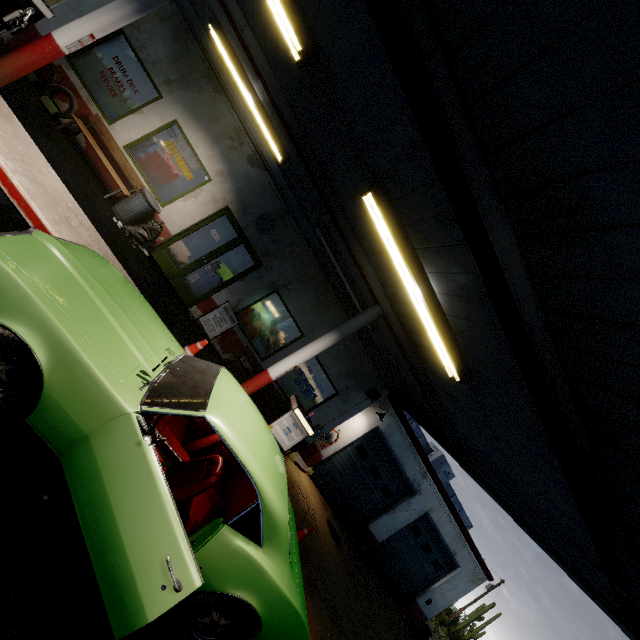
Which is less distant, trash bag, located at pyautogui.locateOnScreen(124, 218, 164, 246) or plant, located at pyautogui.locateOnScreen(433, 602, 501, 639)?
trash bag, located at pyautogui.locateOnScreen(124, 218, 164, 246)

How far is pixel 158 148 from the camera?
8.6m

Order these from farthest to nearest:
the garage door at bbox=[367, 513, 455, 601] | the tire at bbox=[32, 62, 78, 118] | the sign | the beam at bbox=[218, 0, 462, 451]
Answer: the garage door at bbox=[367, 513, 455, 601]
the sign
the tire at bbox=[32, 62, 78, 118]
the beam at bbox=[218, 0, 462, 451]

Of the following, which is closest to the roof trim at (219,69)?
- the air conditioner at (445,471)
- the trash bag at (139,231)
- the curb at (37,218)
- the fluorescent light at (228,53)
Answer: the air conditioner at (445,471)

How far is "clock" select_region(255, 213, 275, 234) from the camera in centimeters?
927cm

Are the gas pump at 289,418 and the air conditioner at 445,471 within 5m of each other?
no

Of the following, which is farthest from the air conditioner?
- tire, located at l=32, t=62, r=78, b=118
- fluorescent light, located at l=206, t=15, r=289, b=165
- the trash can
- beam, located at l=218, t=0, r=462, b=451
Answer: tire, located at l=32, t=62, r=78, b=118

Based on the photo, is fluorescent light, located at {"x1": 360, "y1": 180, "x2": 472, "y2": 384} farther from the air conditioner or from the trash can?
the air conditioner
